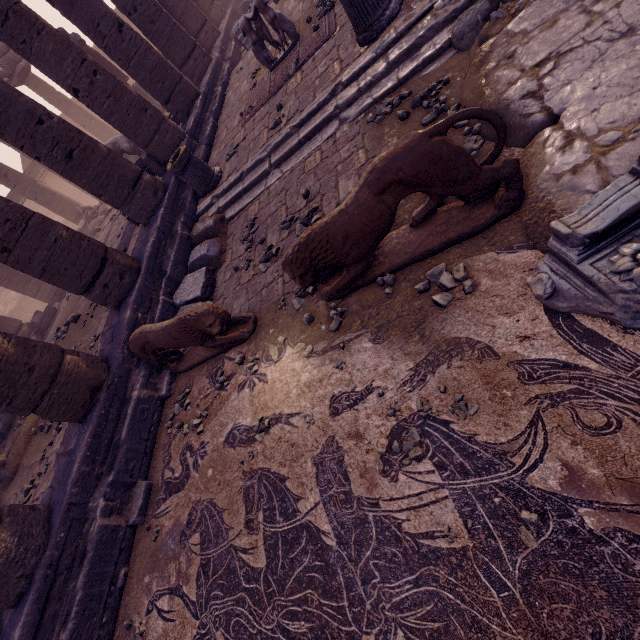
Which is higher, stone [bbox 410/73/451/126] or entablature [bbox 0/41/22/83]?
entablature [bbox 0/41/22/83]

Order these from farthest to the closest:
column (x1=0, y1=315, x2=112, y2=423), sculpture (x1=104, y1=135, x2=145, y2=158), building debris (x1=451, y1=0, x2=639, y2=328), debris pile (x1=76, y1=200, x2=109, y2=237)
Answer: debris pile (x1=76, y1=200, x2=109, y2=237), sculpture (x1=104, y1=135, x2=145, y2=158), column (x1=0, y1=315, x2=112, y2=423), building debris (x1=451, y1=0, x2=639, y2=328)

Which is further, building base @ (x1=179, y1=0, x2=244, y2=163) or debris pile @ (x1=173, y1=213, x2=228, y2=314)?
building base @ (x1=179, y1=0, x2=244, y2=163)

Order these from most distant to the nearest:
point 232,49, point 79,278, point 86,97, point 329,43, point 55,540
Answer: point 232,49
point 86,97
point 329,43
point 79,278
point 55,540

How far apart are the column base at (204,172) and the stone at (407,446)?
6.71m

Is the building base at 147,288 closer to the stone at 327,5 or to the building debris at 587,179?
the stone at 327,5

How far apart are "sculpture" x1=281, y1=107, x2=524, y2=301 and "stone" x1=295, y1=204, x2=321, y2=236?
0.99m

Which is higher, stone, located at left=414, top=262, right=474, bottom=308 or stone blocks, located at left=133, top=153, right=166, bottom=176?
stone blocks, located at left=133, top=153, right=166, bottom=176
